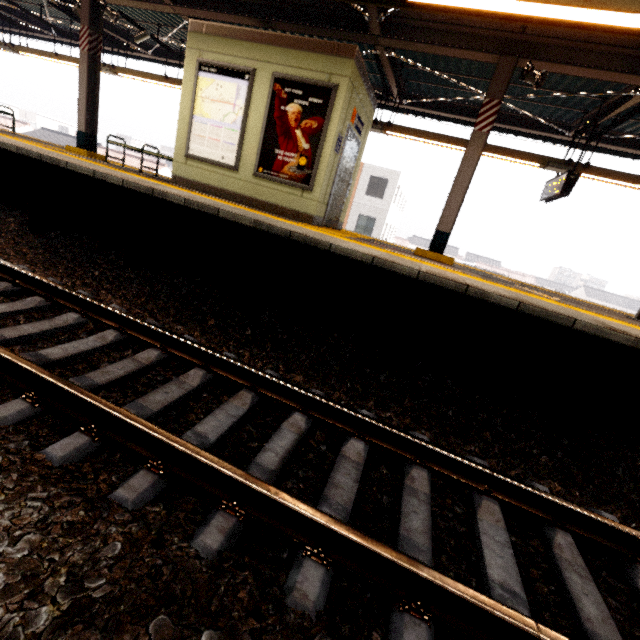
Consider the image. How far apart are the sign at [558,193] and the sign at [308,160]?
5.60m

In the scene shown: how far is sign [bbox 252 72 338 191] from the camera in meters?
5.7 m

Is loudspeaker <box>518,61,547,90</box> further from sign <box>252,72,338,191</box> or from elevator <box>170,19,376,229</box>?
sign <box>252,72,338,191</box>

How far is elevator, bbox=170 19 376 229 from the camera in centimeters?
560cm

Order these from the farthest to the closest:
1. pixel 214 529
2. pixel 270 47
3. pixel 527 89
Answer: A:
1. pixel 527 89
2. pixel 270 47
3. pixel 214 529

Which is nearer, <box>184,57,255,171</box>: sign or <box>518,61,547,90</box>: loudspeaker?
<box>518,61,547,90</box>: loudspeaker

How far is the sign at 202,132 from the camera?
6.1 meters

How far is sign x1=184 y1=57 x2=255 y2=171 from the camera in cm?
606
